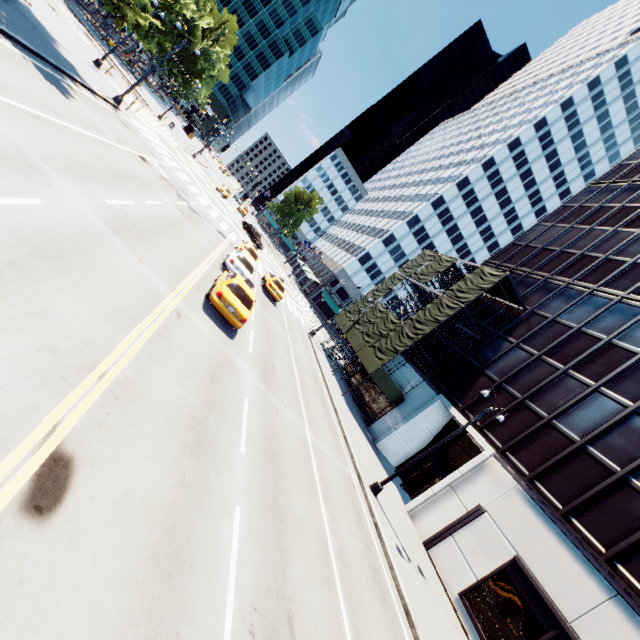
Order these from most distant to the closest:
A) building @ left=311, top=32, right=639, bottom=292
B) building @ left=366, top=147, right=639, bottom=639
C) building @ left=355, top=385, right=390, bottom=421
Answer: building @ left=311, top=32, right=639, bottom=292, building @ left=355, top=385, right=390, bottom=421, building @ left=366, top=147, right=639, bottom=639

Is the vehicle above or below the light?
above

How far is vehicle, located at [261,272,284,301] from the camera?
26.2 meters

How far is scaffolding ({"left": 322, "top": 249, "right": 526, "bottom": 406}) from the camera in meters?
24.7 m

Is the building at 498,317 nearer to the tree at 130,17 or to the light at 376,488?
the light at 376,488

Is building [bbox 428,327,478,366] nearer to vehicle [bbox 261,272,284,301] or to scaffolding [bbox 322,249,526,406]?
scaffolding [bbox 322,249,526,406]

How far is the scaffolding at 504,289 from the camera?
24.73m

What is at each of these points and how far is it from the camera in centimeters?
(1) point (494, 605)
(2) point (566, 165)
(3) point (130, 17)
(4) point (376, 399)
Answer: (1) building, 1373cm
(2) building, 5975cm
(3) tree, 1923cm
(4) building, 2817cm
